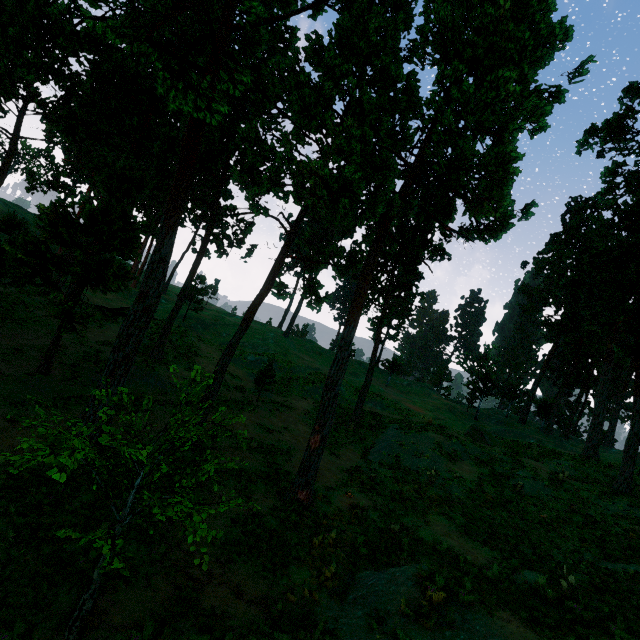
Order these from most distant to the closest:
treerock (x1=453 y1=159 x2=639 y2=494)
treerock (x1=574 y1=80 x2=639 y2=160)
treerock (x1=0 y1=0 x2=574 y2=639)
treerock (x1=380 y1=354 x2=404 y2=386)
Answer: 1. treerock (x1=380 y1=354 x2=404 y2=386)
2. treerock (x1=574 y1=80 x2=639 y2=160)
3. treerock (x1=453 y1=159 x2=639 y2=494)
4. treerock (x1=0 y1=0 x2=574 y2=639)

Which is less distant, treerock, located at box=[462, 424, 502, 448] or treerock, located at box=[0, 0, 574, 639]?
treerock, located at box=[0, 0, 574, 639]

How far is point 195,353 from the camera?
30.38m

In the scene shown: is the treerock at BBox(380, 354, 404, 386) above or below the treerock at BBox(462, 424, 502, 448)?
above

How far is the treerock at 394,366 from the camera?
47.8 meters
